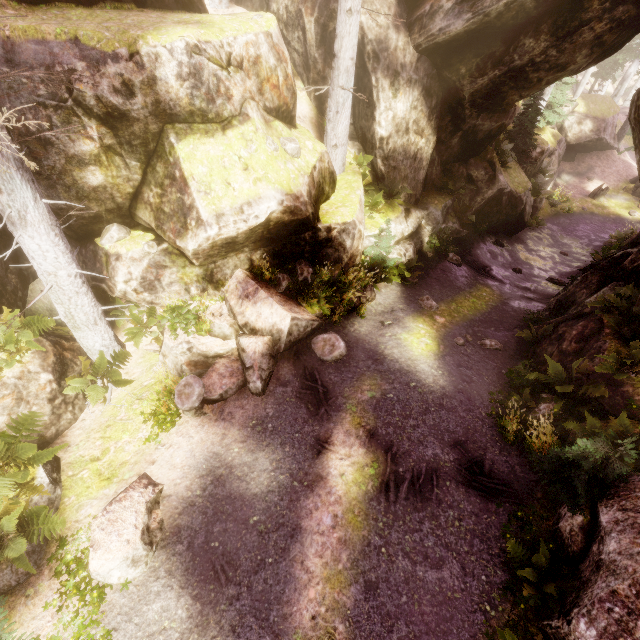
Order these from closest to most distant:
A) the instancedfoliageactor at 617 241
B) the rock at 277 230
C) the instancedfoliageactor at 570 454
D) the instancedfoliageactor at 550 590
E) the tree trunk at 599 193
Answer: the instancedfoliageactor at 550 590 → the instancedfoliageactor at 570 454 → the rock at 277 230 → the instancedfoliageactor at 617 241 → the tree trunk at 599 193

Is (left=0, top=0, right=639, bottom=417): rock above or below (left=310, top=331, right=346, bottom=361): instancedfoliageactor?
above

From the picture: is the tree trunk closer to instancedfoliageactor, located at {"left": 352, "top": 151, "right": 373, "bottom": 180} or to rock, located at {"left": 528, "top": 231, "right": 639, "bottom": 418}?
instancedfoliageactor, located at {"left": 352, "top": 151, "right": 373, "bottom": 180}

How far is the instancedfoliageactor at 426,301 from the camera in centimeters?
1197cm

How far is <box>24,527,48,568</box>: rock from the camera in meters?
6.0 m

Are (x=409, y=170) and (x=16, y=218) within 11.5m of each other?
no

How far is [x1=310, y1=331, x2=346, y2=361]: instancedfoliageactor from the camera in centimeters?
920cm

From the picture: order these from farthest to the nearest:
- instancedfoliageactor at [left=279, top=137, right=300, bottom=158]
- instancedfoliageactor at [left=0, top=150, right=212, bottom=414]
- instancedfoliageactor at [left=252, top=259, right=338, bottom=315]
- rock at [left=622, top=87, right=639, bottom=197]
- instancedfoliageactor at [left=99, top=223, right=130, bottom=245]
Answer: rock at [left=622, top=87, right=639, bottom=197] < instancedfoliageactor at [left=252, top=259, right=338, bottom=315] < instancedfoliageactor at [left=279, top=137, right=300, bottom=158] < instancedfoliageactor at [left=99, top=223, right=130, bottom=245] < instancedfoliageactor at [left=0, top=150, right=212, bottom=414]
